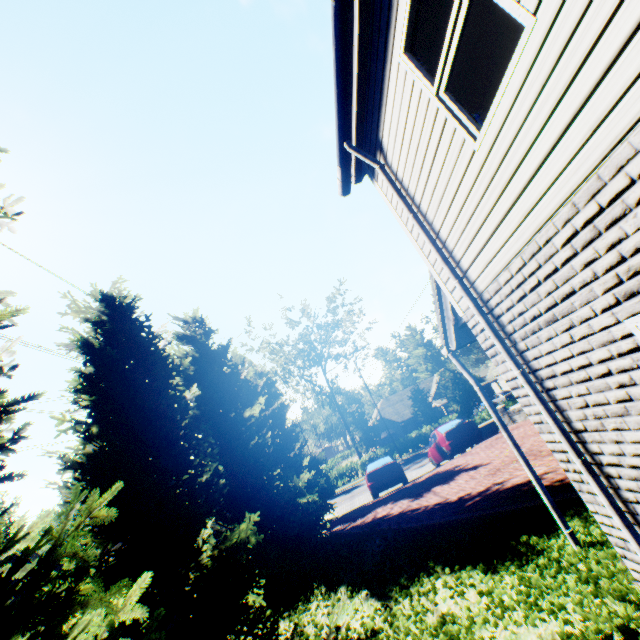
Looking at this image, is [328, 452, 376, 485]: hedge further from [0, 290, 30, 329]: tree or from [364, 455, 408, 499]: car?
[364, 455, 408, 499]: car

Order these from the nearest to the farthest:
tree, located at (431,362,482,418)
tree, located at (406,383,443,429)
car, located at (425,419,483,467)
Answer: car, located at (425,419,483,467) → tree, located at (431,362,482,418) → tree, located at (406,383,443,429)

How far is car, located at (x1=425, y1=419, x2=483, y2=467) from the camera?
14.92m

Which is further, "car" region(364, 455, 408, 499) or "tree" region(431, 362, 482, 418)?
"tree" region(431, 362, 482, 418)

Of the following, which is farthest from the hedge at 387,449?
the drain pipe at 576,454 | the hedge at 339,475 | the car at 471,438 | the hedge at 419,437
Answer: the drain pipe at 576,454

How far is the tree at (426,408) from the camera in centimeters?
3500cm

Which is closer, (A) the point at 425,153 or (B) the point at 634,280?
(B) the point at 634,280

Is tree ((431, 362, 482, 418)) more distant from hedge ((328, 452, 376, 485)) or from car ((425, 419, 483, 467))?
car ((425, 419, 483, 467))
